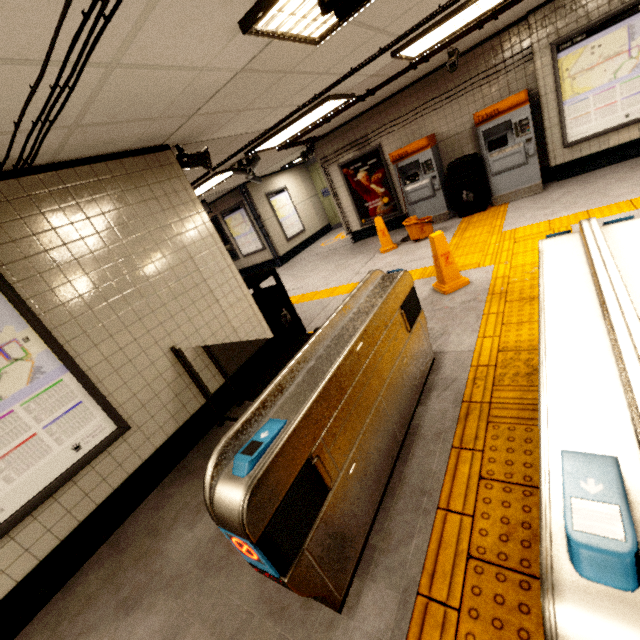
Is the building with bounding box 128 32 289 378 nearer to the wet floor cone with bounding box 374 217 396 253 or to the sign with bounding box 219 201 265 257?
the wet floor cone with bounding box 374 217 396 253

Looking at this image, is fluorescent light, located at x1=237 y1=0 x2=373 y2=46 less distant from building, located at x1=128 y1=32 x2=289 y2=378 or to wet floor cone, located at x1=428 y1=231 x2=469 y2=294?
building, located at x1=128 y1=32 x2=289 y2=378

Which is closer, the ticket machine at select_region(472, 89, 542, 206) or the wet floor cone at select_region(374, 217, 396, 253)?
the ticket machine at select_region(472, 89, 542, 206)

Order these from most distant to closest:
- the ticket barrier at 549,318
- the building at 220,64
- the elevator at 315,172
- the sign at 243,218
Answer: the elevator at 315,172, the sign at 243,218, the building at 220,64, the ticket barrier at 549,318

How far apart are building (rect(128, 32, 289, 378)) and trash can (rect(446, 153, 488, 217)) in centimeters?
511cm

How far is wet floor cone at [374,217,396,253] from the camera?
7.2 meters

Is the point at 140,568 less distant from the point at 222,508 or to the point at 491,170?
the point at 222,508

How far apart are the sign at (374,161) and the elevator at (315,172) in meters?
3.8 m
